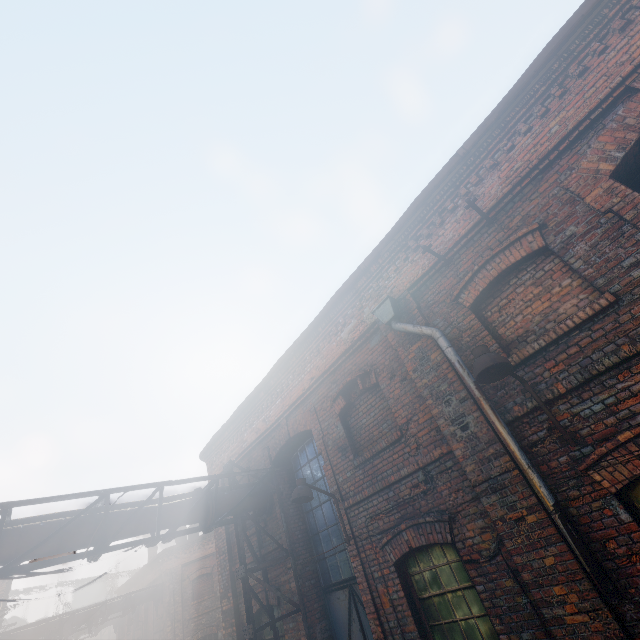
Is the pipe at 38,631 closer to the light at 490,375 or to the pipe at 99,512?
the pipe at 99,512

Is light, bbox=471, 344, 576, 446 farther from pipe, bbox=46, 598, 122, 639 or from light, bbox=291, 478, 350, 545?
pipe, bbox=46, 598, 122, 639

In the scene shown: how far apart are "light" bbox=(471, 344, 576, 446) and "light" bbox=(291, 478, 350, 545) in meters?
3.9

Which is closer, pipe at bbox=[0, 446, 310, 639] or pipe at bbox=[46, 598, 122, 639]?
pipe at bbox=[0, 446, 310, 639]

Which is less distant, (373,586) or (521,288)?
(521,288)

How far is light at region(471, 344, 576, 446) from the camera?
3.6 meters

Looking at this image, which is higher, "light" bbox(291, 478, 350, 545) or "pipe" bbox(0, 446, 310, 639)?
"pipe" bbox(0, 446, 310, 639)
